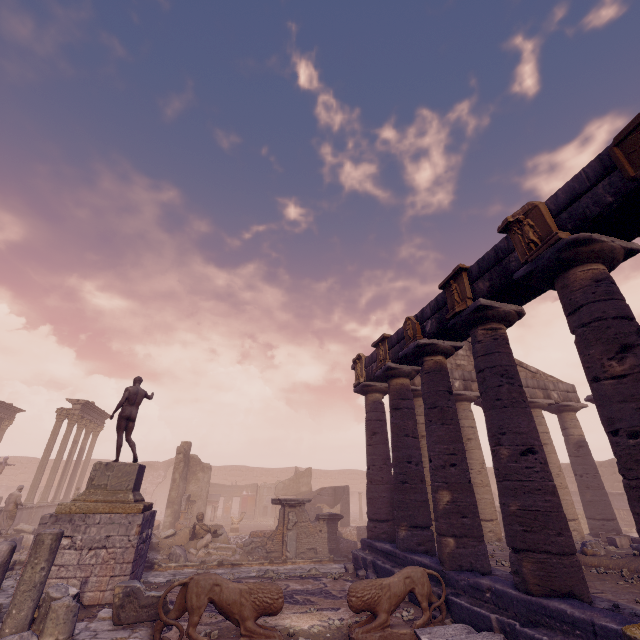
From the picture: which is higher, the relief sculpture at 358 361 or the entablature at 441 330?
the relief sculpture at 358 361

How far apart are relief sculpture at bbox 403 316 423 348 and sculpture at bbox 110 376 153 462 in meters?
8.9

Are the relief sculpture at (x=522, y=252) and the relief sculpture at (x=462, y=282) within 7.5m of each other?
yes

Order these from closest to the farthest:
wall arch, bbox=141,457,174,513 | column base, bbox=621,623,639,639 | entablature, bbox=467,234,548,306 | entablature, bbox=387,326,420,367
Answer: column base, bbox=621,623,639,639 → entablature, bbox=467,234,548,306 → entablature, bbox=387,326,420,367 → wall arch, bbox=141,457,174,513

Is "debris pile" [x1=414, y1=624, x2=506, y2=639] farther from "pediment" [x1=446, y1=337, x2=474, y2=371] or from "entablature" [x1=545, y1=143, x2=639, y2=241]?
"pediment" [x1=446, y1=337, x2=474, y2=371]

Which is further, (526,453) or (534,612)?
(526,453)

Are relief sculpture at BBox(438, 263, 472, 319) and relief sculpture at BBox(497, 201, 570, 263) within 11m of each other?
yes

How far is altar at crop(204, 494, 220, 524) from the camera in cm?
2234
